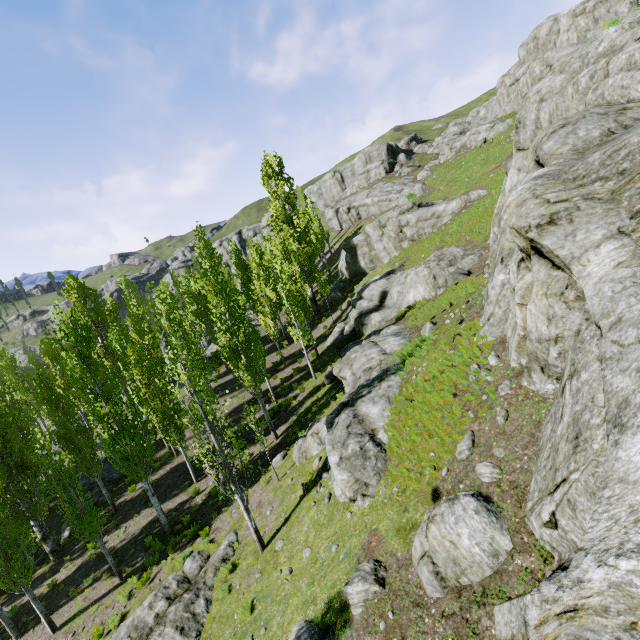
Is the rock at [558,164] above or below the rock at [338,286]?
above

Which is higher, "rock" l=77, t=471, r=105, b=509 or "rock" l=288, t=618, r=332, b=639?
"rock" l=288, t=618, r=332, b=639

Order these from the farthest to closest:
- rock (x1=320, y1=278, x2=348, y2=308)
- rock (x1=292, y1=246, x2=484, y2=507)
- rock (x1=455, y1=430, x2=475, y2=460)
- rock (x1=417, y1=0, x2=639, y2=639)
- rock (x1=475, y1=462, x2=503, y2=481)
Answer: rock (x1=320, y1=278, x2=348, y2=308) < rock (x1=292, y1=246, x2=484, y2=507) < rock (x1=455, y1=430, x2=475, y2=460) < rock (x1=475, y1=462, x2=503, y2=481) < rock (x1=417, y1=0, x2=639, y2=639)

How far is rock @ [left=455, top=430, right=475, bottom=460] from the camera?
7.30m

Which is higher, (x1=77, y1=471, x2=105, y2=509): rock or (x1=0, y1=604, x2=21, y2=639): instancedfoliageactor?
(x1=77, y1=471, x2=105, y2=509): rock

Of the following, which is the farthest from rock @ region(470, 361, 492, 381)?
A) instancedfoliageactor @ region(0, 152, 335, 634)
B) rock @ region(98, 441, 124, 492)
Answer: rock @ region(98, 441, 124, 492)

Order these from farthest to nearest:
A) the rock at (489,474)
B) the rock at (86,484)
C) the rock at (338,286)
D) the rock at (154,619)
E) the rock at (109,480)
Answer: the rock at (338,286)
the rock at (109,480)
the rock at (86,484)
the rock at (154,619)
the rock at (489,474)

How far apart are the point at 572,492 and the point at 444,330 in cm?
974
